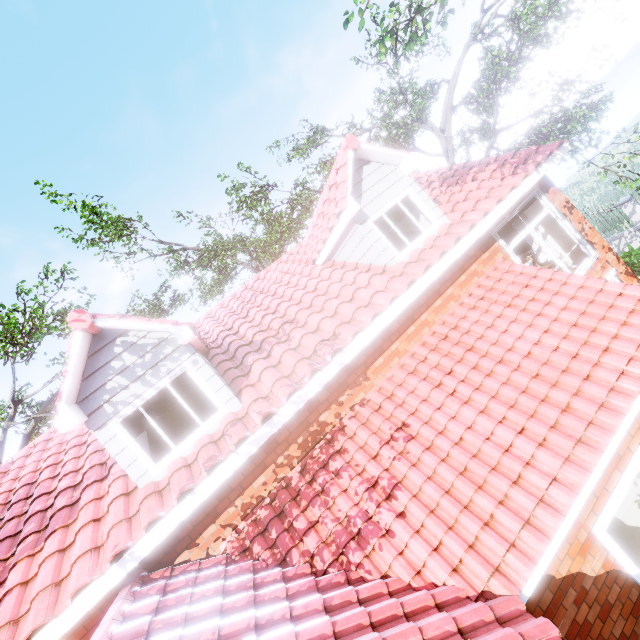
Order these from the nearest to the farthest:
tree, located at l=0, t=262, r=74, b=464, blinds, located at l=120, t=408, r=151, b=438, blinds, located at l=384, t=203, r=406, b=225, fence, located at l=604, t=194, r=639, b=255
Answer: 1. blinds, located at l=120, t=408, r=151, b=438
2. blinds, located at l=384, t=203, r=406, b=225
3. tree, located at l=0, t=262, r=74, b=464
4. fence, located at l=604, t=194, r=639, b=255

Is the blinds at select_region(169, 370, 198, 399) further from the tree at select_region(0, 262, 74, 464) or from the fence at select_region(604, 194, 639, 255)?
the fence at select_region(604, 194, 639, 255)

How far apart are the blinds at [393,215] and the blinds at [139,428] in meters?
4.7

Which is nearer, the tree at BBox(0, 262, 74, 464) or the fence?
the tree at BBox(0, 262, 74, 464)

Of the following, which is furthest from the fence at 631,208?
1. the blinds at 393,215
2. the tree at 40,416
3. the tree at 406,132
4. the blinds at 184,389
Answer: the tree at 40,416

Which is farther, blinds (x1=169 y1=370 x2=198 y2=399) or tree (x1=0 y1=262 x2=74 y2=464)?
tree (x1=0 y1=262 x2=74 y2=464)

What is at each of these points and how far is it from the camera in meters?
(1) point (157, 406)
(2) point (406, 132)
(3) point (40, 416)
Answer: (1) blinds, 5.5 m
(2) tree, 14.6 m
(3) tree, 13.9 m

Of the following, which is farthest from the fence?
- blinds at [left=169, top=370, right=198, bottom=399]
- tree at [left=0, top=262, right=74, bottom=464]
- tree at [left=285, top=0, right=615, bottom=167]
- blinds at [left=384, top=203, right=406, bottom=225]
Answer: tree at [left=0, top=262, right=74, bottom=464]
